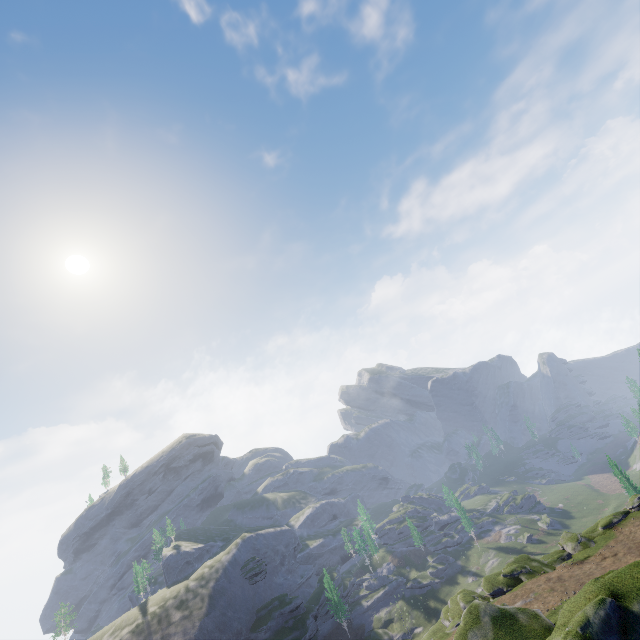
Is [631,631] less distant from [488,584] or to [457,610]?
[488,584]
